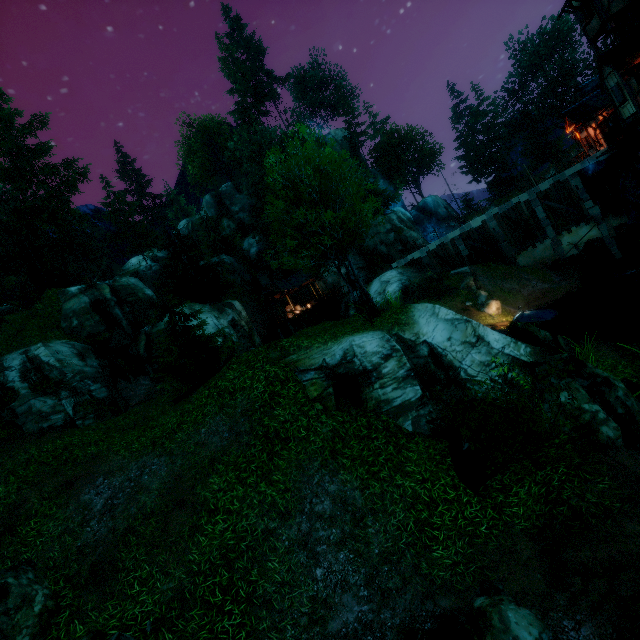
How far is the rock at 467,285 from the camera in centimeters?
2319cm

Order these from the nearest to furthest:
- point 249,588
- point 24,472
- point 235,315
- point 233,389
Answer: point 249,588 → point 24,472 → point 233,389 → point 235,315

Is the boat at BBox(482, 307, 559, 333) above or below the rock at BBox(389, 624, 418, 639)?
below

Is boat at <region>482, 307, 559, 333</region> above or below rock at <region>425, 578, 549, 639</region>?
below

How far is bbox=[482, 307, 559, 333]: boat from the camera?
20.6m

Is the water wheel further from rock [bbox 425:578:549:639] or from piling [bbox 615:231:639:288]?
rock [bbox 425:578:549:639]

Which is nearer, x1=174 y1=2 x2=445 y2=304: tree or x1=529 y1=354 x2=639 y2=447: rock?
x1=529 y1=354 x2=639 y2=447: rock

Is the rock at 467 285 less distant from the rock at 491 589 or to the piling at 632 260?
the piling at 632 260
